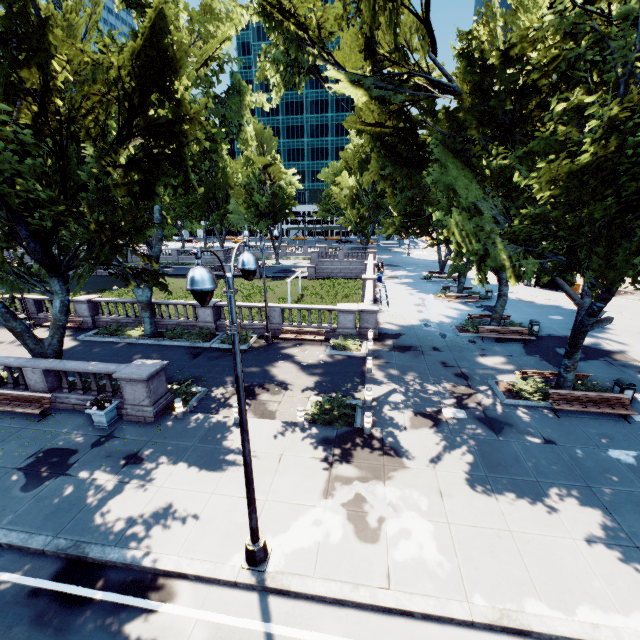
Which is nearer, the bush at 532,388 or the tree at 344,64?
the tree at 344,64

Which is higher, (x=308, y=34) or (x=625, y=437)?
(x=308, y=34)

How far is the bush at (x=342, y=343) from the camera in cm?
1967

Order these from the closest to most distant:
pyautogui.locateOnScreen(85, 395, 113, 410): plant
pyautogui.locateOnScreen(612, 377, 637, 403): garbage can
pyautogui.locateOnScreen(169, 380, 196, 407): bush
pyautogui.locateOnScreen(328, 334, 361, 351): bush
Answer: pyautogui.locateOnScreen(85, 395, 113, 410): plant, pyautogui.locateOnScreen(612, 377, 637, 403): garbage can, pyautogui.locateOnScreen(169, 380, 196, 407): bush, pyautogui.locateOnScreen(328, 334, 361, 351): bush

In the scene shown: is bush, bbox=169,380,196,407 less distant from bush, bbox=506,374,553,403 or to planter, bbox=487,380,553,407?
planter, bbox=487,380,553,407

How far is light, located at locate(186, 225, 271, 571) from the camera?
4.60m

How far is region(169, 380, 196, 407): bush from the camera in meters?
14.2

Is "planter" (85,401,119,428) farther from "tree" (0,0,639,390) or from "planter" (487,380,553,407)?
"planter" (487,380,553,407)
